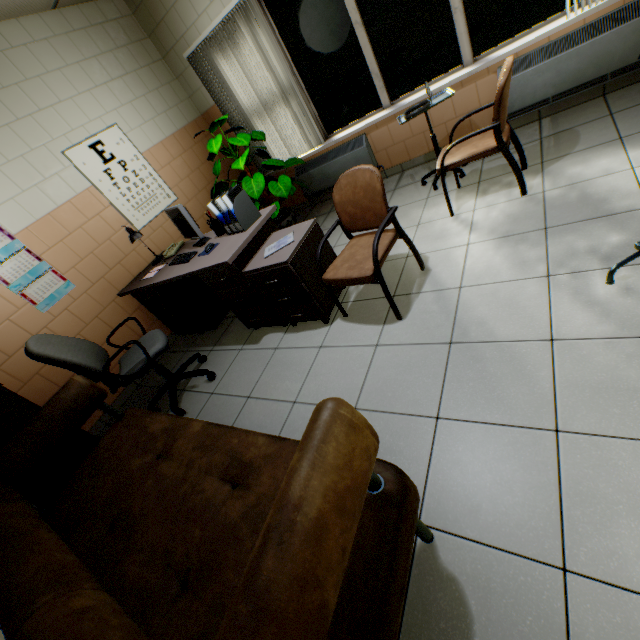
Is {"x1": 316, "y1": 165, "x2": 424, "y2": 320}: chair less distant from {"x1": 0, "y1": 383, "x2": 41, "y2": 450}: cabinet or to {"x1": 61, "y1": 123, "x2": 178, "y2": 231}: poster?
{"x1": 0, "y1": 383, "x2": 41, "y2": 450}: cabinet

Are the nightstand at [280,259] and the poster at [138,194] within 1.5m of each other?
no

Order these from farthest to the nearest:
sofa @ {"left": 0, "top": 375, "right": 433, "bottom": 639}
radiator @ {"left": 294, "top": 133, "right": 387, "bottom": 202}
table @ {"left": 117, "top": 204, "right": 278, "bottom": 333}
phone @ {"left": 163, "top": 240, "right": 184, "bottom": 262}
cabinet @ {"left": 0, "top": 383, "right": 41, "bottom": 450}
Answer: radiator @ {"left": 294, "top": 133, "right": 387, "bottom": 202}
phone @ {"left": 163, "top": 240, "right": 184, "bottom": 262}
table @ {"left": 117, "top": 204, "right": 278, "bottom": 333}
cabinet @ {"left": 0, "top": 383, "right": 41, "bottom": 450}
sofa @ {"left": 0, "top": 375, "right": 433, "bottom": 639}

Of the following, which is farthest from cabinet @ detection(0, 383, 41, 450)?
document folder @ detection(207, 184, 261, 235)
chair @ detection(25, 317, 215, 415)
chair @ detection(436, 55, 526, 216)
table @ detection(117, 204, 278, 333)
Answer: chair @ detection(436, 55, 526, 216)

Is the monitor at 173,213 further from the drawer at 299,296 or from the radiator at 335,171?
the radiator at 335,171

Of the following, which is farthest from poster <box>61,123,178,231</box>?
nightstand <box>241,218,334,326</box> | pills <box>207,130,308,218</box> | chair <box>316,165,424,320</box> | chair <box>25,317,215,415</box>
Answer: chair <box>316,165,424,320</box>

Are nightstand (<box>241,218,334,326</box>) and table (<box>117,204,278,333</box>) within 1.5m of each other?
yes

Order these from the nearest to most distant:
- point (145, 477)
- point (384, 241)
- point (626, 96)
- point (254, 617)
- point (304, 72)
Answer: point (254, 617), point (145, 477), point (384, 241), point (626, 96), point (304, 72)
